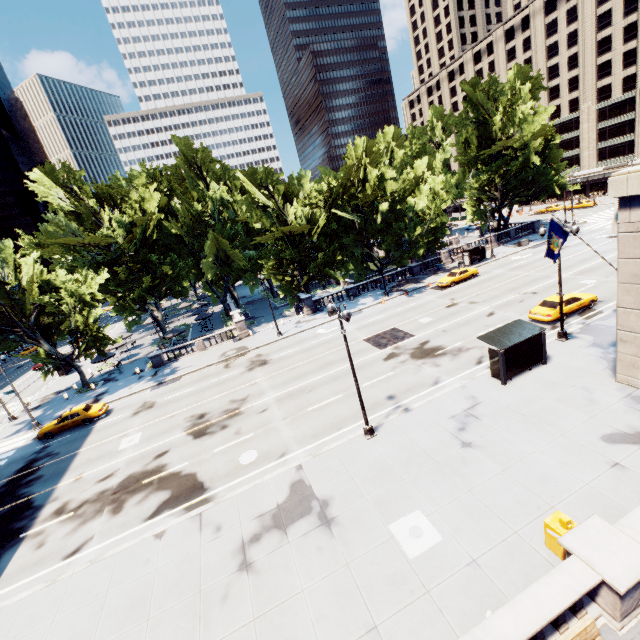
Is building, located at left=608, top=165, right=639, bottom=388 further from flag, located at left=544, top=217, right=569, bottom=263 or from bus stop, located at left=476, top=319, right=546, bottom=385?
bus stop, located at left=476, top=319, right=546, bottom=385

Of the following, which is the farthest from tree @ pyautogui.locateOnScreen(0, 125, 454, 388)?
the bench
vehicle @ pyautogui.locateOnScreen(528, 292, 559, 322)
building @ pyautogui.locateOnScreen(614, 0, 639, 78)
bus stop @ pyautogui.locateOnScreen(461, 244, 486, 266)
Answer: the bench

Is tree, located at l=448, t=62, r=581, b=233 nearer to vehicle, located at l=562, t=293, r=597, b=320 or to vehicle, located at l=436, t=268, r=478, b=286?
vehicle, located at l=436, t=268, r=478, b=286

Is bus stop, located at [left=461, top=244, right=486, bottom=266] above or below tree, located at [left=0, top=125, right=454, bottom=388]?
below

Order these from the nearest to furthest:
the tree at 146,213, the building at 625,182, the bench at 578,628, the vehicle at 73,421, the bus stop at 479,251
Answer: the bench at 578,628, the building at 625,182, the vehicle at 73,421, the tree at 146,213, the bus stop at 479,251

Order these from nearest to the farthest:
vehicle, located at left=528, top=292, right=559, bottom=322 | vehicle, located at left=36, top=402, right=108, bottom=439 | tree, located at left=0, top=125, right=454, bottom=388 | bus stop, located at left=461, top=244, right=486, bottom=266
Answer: vehicle, located at left=528, top=292, right=559, bottom=322 < vehicle, located at left=36, top=402, right=108, bottom=439 < tree, located at left=0, top=125, right=454, bottom=388 < bus stop, located at left=461, top=244, right=486, bottom=266

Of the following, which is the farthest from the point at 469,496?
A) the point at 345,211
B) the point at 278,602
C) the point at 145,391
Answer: the point at 345,211

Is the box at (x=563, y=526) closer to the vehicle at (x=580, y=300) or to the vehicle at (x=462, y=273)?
the vehicle at (x=580, y=300)
